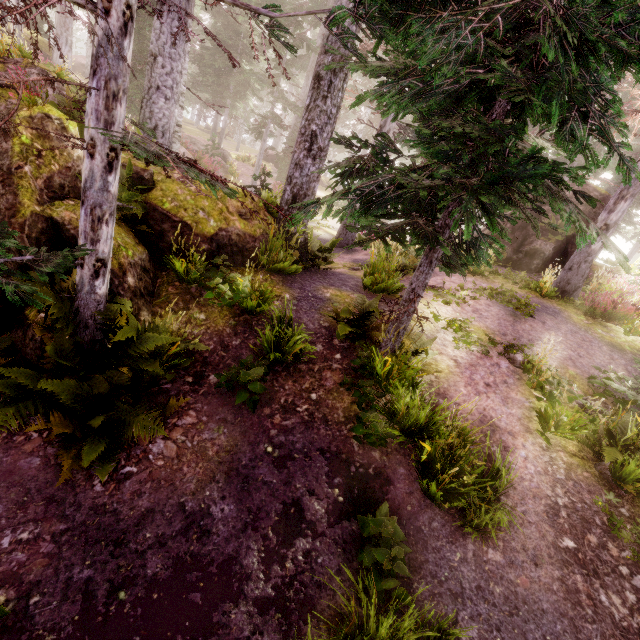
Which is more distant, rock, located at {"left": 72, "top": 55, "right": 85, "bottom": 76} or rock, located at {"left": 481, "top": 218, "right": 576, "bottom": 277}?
rock, located at {"left": 72, "top": 55, "right": 85, "bottom": 76}

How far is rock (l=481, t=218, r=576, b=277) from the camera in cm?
1428

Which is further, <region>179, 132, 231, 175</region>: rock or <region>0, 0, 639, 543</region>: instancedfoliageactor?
<region>179, 132, 231, 175</region>: rock

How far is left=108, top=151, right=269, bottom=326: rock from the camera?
5.88m

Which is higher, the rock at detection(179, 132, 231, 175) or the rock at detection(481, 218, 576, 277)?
the rock at detection(481, 218, 576, 277)

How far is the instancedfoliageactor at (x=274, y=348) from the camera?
5.3 meters

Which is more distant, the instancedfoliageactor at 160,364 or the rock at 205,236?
the rock at 205,236

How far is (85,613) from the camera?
3.1m
